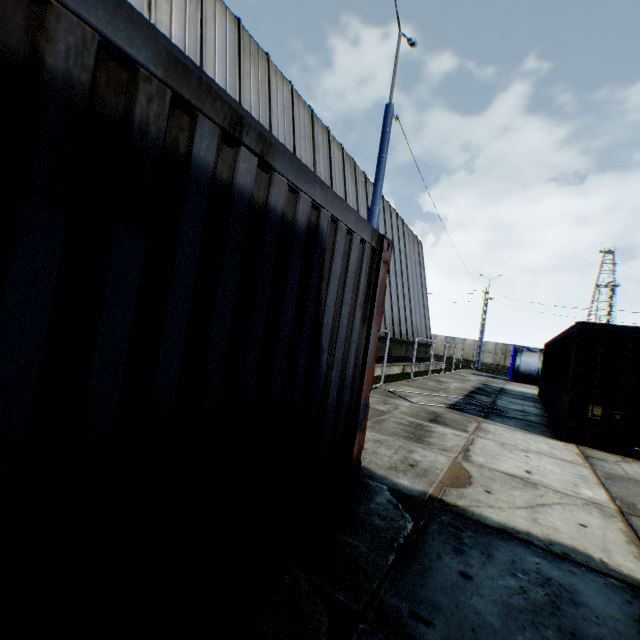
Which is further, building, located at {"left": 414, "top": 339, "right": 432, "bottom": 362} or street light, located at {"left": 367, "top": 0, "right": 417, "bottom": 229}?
building, located at {"left": 414, "top": 339, "right": 432, "bottom": 362}

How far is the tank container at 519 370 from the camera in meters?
24.6

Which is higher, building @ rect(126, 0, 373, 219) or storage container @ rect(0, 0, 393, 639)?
building @ rect(126, 0, 373, 219)

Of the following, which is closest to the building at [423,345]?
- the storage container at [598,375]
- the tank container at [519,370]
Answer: the tank container at [519,370]

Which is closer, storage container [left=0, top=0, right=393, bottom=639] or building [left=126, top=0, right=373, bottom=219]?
storage container [left=0, top=0, right=393, bottom=639]

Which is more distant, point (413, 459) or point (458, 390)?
point (458, 390)

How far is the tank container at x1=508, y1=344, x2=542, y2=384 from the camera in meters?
24.6 m

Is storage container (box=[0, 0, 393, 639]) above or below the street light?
below
